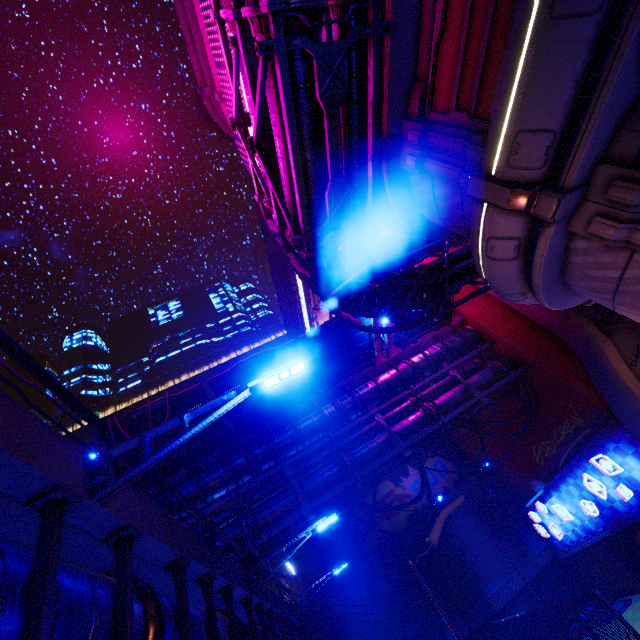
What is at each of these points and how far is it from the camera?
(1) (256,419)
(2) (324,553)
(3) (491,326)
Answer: (1) awning, 16.16m
(2) wall arch, 23.42m
(3) building, 19.11m

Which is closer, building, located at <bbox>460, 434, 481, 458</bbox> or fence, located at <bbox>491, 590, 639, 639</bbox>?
fence, located at <bbox>491, 590, 639, 639</bbox>

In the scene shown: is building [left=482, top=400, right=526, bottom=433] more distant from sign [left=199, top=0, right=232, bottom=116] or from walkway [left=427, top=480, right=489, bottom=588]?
sign [left=199, top=0, right=232, bottom=116]

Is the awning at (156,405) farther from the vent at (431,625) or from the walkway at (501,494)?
the vent at (431,625)

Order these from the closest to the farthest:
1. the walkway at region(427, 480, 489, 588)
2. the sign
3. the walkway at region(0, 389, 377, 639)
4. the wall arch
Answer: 1. the walkway at region(0, 389, 377, 639)
2. the sign
3. the walkway at region(427, 480, 489, 588)
4. the wall arch

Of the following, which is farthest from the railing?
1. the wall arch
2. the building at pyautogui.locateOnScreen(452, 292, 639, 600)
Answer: the wall arch

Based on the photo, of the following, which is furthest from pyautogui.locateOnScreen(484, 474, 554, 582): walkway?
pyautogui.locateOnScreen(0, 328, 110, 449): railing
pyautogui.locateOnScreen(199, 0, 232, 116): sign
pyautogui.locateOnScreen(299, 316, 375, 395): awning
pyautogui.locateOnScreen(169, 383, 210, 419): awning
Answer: pyautogui.locateOnScreen(199, 0, 232, 116): sign

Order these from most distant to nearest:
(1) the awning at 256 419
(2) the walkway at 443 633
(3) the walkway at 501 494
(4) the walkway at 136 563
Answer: (3) the walkway at 501 494, (2) the walkway at 443 633, (1) the awning at 256 419, (4) the walkway at 136 563
